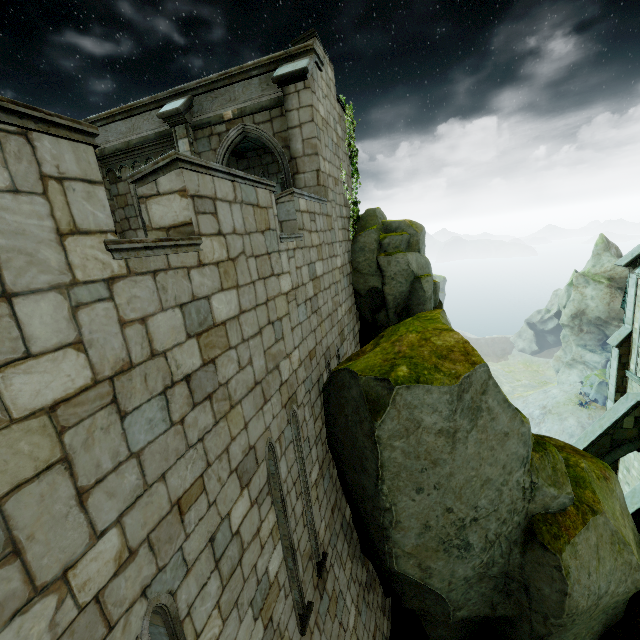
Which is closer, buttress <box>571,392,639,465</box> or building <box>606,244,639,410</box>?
buttress <box>571,392,639,465</box>

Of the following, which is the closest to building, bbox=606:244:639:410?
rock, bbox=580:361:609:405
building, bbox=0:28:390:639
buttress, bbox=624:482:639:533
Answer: buttress, bbox=624:482:639:533

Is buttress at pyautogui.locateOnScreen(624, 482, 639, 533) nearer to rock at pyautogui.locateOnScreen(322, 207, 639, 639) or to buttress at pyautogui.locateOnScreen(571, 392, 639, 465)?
rock at pyautogui.locateOnScreen(322, 207, 639, 639)

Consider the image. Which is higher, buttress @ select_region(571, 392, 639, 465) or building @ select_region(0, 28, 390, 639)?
building @ select_region(0, 28, 390, 639)

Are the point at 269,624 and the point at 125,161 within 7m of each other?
no

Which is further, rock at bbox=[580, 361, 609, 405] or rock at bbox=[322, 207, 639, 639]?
rock at bbox=[580, 361, 609, 405]

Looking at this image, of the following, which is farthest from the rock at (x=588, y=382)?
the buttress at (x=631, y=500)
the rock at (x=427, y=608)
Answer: the rock at (x=427, y=608)

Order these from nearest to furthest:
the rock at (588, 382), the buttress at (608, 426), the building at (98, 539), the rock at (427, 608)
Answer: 1. the building at (98, 539)
2. the rock at (427, 608)
3. the buttress at (608, 426)
4. the rock at (588, 382)
